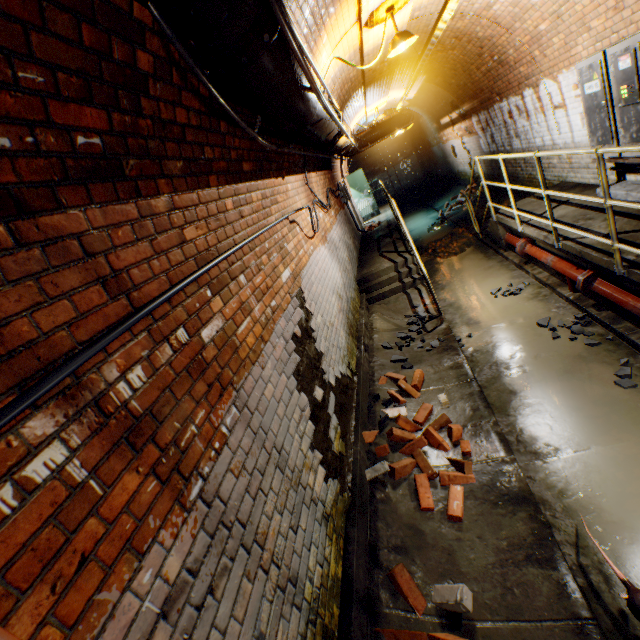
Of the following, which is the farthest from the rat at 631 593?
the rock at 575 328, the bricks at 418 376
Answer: the rock at 575 328

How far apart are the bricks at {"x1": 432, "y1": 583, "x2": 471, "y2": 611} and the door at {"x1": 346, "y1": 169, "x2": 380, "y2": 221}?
13.8 meters

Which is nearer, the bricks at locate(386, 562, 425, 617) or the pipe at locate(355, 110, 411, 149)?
the bricks at locate(386, 562, 425, 617)

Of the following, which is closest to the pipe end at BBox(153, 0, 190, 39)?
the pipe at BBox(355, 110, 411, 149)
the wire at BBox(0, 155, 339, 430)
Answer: the wire at BBox(0, 155, 339, 430)

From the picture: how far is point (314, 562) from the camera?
2.1 meters

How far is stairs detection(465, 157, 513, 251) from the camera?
6.5m

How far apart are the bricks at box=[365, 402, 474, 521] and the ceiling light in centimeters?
449cm

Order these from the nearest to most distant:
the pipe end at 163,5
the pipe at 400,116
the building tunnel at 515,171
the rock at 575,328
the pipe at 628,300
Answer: the pipe end at 163,5
the pipe at 628,300
the rock at 575,328
the building tunnel at 515,171
the pipe at 400,116
